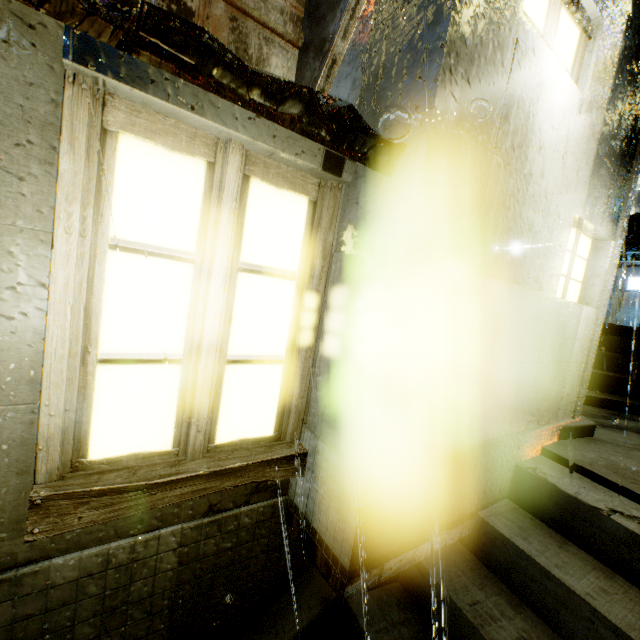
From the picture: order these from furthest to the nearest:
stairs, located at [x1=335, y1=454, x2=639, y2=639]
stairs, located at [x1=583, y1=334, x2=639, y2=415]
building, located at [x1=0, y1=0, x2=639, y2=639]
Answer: stairs, located at [x1=583, y1=334, x2=639, y2=415]
stairs, located at [x1=335, y1=454, x2=639, y2=639]
building, located at [x1=0, y1=0, x2=639, y2=639]

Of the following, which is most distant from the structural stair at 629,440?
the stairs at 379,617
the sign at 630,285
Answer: the sign at 630,285

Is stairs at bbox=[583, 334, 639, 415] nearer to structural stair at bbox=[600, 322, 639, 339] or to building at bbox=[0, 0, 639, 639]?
structural stair at bbox=[600, 322, 639, 339]

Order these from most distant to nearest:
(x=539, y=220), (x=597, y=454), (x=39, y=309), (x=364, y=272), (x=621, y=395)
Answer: (x=621, y=395) < (x=597, y=454) < (x=539, y=220) < (x=364, y=272) < (x=39, y=309)

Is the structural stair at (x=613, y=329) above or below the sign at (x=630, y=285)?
below

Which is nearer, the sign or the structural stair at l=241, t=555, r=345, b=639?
the structural stair at l=241, t=555, r=345, b=639

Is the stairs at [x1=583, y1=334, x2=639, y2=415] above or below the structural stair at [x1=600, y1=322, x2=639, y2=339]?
below
